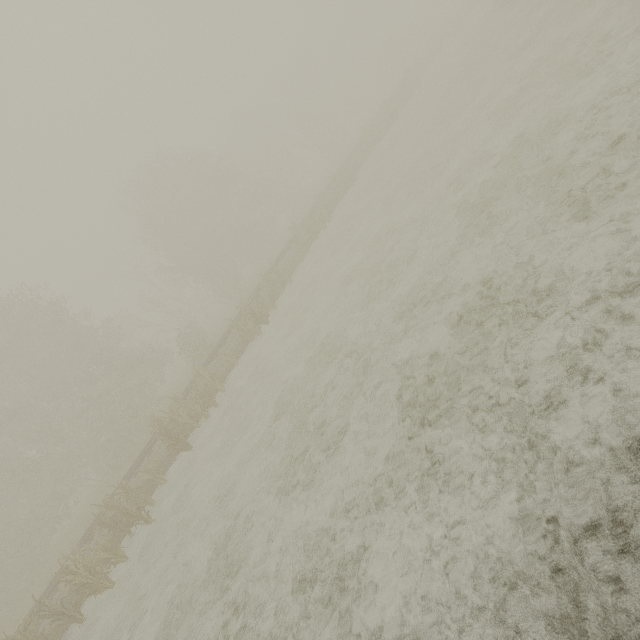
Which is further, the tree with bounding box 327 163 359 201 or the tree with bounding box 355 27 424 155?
the tree with bounding box 355 27 424 155

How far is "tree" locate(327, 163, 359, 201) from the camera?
23.59m

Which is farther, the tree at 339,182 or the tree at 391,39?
the tree at 391,39

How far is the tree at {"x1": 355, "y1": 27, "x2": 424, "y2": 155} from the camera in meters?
27.8 m

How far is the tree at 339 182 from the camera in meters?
23.6 m

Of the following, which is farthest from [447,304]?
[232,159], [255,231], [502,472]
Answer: [232,159]
